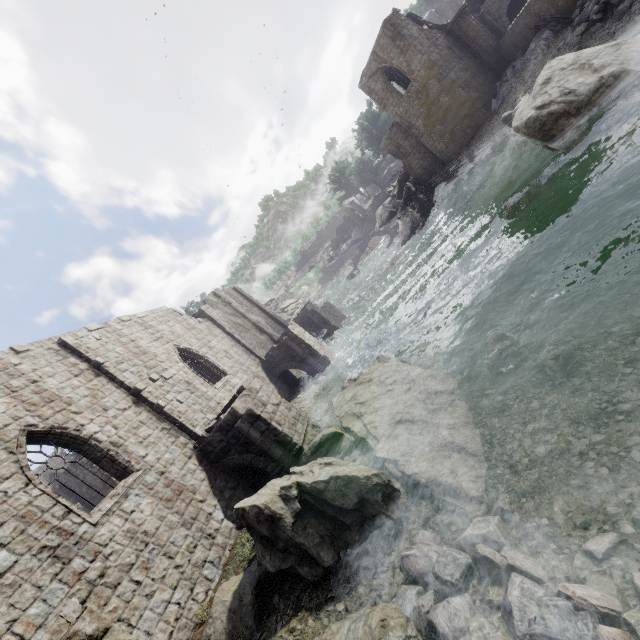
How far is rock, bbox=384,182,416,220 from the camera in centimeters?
3778cm

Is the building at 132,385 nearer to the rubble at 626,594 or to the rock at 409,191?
the rock at 409,191

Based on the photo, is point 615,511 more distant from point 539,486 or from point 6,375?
point 6,375

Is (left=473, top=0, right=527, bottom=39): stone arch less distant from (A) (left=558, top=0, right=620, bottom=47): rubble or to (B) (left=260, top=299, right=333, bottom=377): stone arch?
(A) (left=558, top=0, right=620, bottom=47): rubble

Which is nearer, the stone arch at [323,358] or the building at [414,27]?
the stone arch at [323,358]

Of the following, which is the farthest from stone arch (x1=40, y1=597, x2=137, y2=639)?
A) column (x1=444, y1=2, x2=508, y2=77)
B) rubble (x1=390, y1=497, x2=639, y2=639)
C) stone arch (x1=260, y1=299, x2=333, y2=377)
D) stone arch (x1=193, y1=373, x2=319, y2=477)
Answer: column (x1=444, y1=2, x2=508, y2=77)

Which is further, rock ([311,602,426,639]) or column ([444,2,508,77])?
column ([444,2,508,77])

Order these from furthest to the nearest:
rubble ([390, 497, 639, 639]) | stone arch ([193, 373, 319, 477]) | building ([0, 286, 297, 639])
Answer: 1. stone arch ([193, 373, 319, 477])
2. building ([0, 286, 297, 639])
3. rubble ([390, 497, 639, 639])
